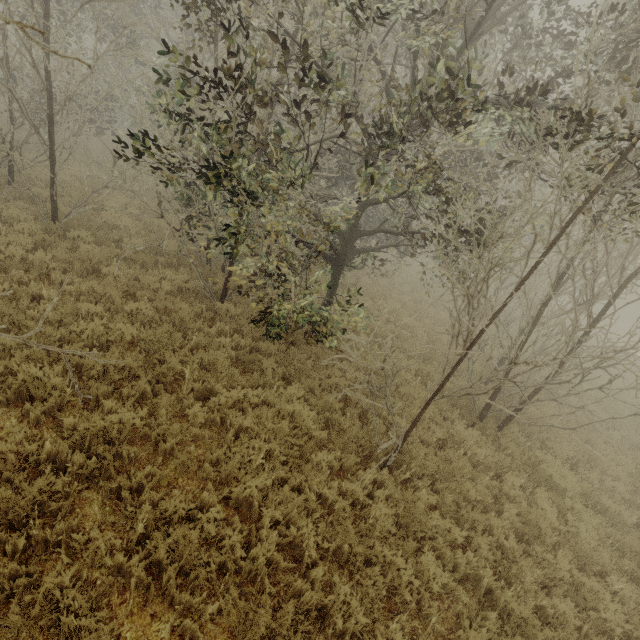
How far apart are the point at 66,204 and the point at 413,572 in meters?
12.5

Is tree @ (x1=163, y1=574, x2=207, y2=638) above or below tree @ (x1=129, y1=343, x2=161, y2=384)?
below

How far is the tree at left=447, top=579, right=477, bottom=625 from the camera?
4.3m

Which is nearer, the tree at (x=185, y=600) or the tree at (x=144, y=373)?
the tree at (x=185, y=600)

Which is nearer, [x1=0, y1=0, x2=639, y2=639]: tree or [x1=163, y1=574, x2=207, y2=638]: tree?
[x1=163, y1=574, x2=207, y2=638]: tree
